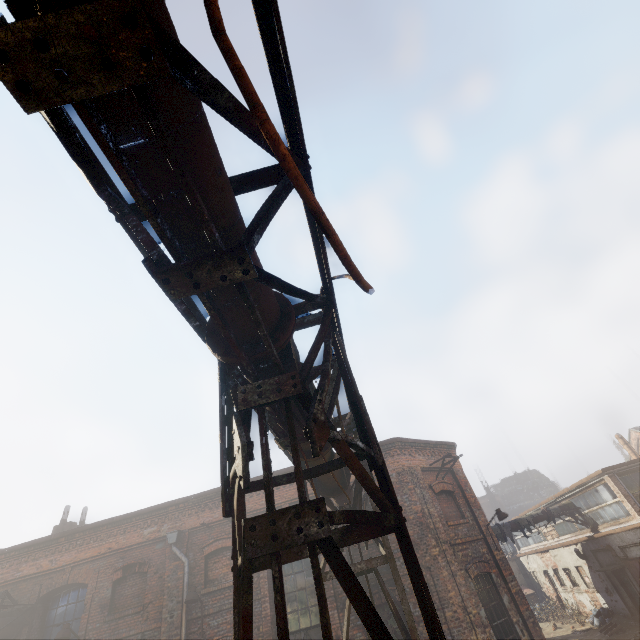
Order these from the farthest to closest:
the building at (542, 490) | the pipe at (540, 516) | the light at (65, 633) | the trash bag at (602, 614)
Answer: the building at (542, 490) → the pipe at (540, 516) → the trash bag at (602, 614) → the light at (65, 633)

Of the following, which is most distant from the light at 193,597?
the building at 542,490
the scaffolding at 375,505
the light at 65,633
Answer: the building at 542,490

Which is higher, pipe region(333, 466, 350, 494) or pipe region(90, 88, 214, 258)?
pipe region(333, 466, 350, 494)

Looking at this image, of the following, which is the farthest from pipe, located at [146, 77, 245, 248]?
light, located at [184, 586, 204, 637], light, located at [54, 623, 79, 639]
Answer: light, located at [184, 586, 204, 637]

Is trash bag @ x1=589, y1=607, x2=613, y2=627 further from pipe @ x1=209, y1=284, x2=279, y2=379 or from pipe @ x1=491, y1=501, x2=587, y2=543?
pipe @ x1=209, y1=284, x2=279, y2=379

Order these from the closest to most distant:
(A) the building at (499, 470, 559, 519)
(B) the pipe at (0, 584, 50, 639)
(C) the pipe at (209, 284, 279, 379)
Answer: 1. (C) the pipe at (209, 284, 279, 379)
2. (B) the pipe at (0, 584, 50, 639)
3. (A) the building at (499, 470, 559, 519)

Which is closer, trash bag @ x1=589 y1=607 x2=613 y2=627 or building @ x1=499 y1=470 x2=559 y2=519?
trash bag @ x1=589 y1=607 x2=613 y2=627

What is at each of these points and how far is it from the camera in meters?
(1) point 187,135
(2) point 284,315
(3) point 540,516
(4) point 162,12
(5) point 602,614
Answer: (1) pipe, 1.5 m
(2) pipe, 2.7 m
(3) pipe, 19.7 m
(4) pipe, 1.3 m
(5) trash bag, 18.2 m
